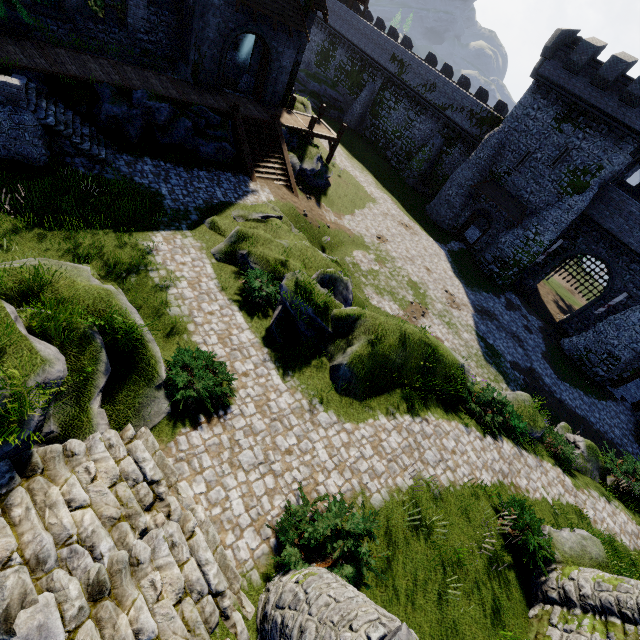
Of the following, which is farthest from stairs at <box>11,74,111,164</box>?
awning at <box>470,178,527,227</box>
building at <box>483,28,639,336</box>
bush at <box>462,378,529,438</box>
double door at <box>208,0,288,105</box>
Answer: building at <box>483,28,639,336</box>

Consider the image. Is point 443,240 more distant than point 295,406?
Yes

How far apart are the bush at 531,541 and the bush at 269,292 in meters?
10.3 m

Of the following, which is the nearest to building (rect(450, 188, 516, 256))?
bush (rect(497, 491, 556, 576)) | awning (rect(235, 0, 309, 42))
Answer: awning (rect(235, 0, 309, 42))

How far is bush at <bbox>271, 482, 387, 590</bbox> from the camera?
7.0m

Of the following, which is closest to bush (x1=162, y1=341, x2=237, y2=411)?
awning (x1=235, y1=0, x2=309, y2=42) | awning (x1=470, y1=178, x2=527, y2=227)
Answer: awning (x1=235, y1=0, x2=309, y2=42)

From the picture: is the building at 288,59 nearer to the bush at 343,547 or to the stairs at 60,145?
the stairs at 60,145

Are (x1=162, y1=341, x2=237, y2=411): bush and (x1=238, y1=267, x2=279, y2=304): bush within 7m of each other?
yes
